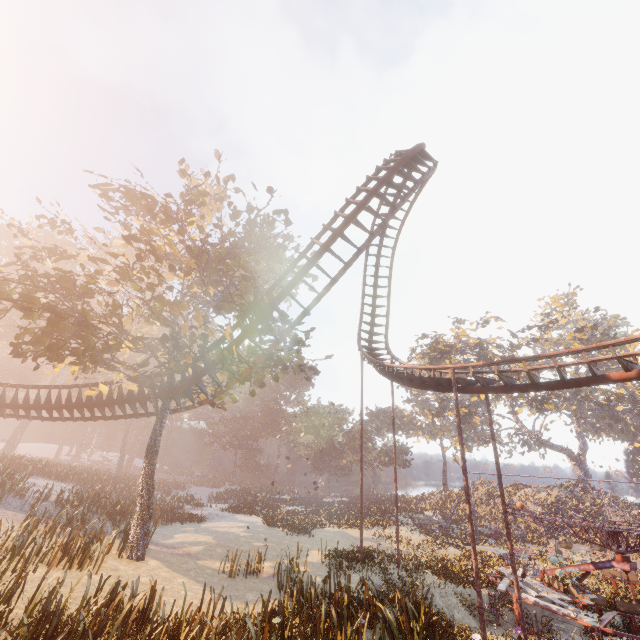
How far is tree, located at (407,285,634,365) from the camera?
41.8 meters

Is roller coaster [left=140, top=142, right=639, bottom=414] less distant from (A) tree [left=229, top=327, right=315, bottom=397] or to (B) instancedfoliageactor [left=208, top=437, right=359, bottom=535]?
(A) tree [left=229, top=327, right=315, bottom=397]

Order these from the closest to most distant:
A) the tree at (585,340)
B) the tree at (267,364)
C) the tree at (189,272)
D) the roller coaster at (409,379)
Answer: the roller coaster at (409,379), the tree at (189,272), the tree at (267,364), the tree at (585,340)

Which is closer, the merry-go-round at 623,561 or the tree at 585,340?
the merry-go-round at 623,561

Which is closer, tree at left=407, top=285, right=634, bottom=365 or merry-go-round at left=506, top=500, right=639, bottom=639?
merry-go-round at left=506, top=500, right=639, bottom=639

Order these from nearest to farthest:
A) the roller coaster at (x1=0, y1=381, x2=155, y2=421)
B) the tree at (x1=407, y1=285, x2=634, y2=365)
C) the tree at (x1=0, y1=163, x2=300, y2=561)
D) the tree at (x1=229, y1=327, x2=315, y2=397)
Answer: the tree at (x1=0, y1=163, x2=300, y2=561)
the tree at (x1=229, y1=327, x2=315, y2=397)
the roller coaster at (x1=0, y1=381, x2=155, y2=421)
the tree at (x1=407, y1=285, x2=634, y2=365)

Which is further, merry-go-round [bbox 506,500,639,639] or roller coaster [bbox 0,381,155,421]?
roller coaster [bbox 0,381,155,421]

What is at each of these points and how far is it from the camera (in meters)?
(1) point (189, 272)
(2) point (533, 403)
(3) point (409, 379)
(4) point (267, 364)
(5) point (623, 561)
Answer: (1) tree, 14.33
(2) tree, 49.50
(3) roller coaster, 17.19
(4) tree, 18.34
(5) merry-go-round, 15.32
